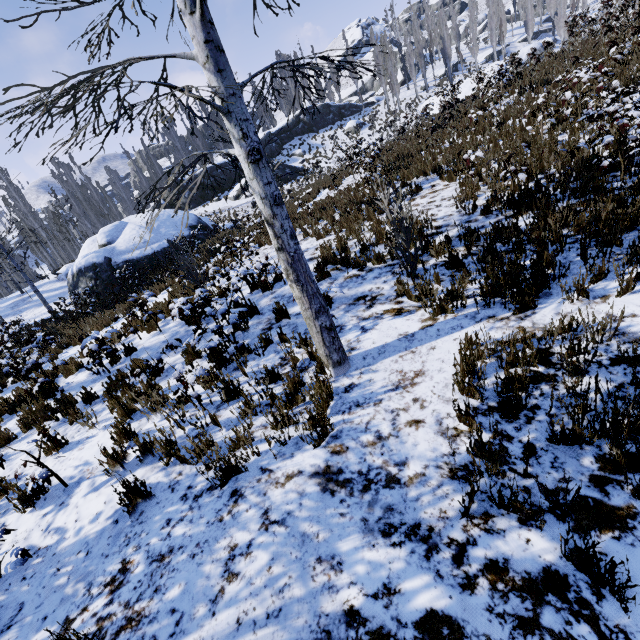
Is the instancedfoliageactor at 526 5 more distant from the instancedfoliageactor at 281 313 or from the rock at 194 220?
the instancedfoliageactor at 281 313

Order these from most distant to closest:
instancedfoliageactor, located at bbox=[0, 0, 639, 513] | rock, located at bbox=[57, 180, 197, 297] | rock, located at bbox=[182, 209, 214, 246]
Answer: rock, located at bbox=[182, 209, 214, 246]
rock, located at bbox=[57, 180, 197, 297]
instancedfoliageactor, located at bbox=[0, 0, 639, 513]

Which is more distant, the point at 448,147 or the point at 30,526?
the point at 448,147

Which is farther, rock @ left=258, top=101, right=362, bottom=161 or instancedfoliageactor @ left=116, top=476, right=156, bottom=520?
rock @ left=258, top=101, right=362, bottom=161

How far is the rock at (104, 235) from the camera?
19.25m

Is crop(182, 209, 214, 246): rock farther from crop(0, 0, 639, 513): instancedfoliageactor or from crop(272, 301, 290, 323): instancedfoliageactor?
crop(272, 301, 290, 323): instancedfoliageactor

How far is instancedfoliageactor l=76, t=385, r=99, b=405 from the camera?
5.95m

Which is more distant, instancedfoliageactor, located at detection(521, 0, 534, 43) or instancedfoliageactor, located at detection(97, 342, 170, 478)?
instancedfoliageactor, located at detection(521, 0, 534, 43)
